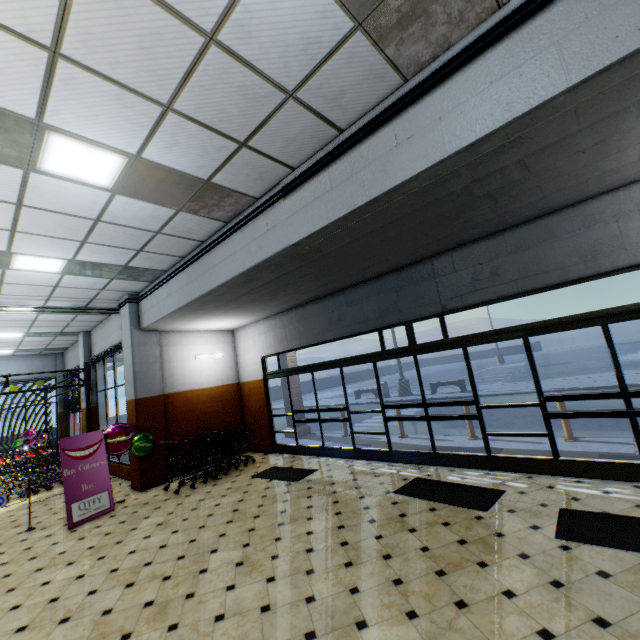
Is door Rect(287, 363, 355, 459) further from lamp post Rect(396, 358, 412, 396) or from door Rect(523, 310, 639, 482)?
lamp post Rect(396, 358, 412, 396)

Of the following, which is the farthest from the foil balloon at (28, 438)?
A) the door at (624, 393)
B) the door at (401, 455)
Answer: the door at (624, 393)

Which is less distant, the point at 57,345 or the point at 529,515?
the point at 529,515

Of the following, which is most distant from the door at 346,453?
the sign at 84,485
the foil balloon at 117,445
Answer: the sign at 84,485

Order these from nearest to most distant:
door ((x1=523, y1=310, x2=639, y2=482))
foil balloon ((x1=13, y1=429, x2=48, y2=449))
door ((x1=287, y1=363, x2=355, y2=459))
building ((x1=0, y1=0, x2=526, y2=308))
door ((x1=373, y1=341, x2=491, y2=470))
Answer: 1. building ((x1=0, y1=0, x2=526, y2=308))
2. door ((x1=523, y1=310, x2=639, y2=482))
3. door ((x1=373, y1=341, x2=491, y2=470))
4. door ((x1=287, y1=363, x2=355, y2=459))
5. foil balloon ((x1=13, y1=429, x2=48, y2=449))

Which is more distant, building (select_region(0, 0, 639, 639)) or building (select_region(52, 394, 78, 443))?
building (select_region(52, 394, 78, 443))

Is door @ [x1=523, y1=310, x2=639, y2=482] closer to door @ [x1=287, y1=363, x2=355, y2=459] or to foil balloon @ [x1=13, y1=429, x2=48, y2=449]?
door @ [x1=287, y1=363, x2=355, y2=459]

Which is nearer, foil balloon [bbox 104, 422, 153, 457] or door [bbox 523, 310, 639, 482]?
door [bbox 523, 310, 639, 482]
